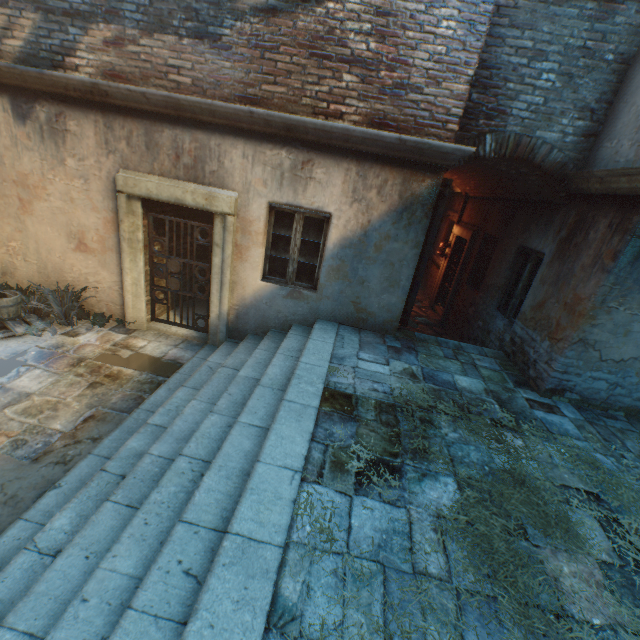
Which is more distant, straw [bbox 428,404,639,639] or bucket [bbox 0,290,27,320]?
bucket [bbox 0,290,27,320]

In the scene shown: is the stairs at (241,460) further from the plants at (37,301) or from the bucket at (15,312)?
the bucket at (15,312)

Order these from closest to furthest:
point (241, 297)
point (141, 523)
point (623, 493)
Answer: point (141, 523) < point (623, 493) < point (241, 297)

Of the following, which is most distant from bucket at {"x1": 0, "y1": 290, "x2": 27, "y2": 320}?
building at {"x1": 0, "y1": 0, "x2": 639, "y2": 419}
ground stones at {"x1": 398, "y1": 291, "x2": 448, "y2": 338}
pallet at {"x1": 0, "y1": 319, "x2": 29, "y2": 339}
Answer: ground stones at {"x1": 398, "y1": 291, "x2": 448, "y2": 338}

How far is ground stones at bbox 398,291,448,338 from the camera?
8.77m

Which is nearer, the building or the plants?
the building

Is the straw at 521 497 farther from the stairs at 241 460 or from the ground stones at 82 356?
the ground stones at 82 356

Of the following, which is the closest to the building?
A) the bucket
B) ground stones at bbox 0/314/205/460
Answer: ground stones at bbox 0/314/205/460
